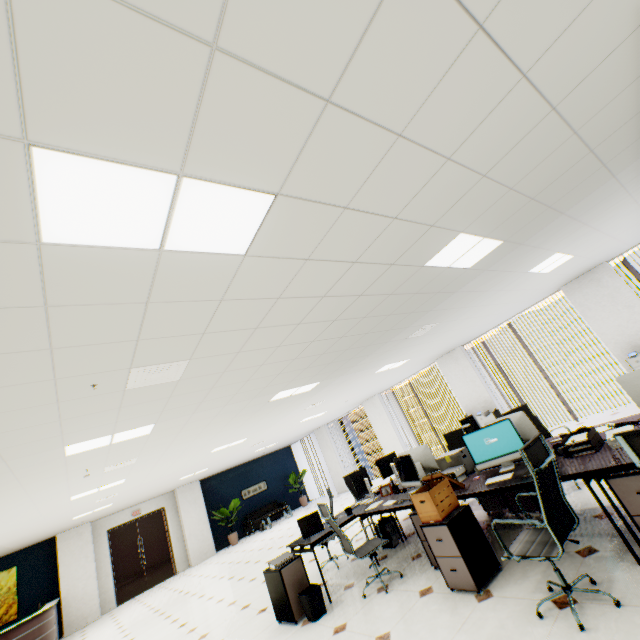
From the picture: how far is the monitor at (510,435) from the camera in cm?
386

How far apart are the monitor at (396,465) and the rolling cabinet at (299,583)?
2.2m

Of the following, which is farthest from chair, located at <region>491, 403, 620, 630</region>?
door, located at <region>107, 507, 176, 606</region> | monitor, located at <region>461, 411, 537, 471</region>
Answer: door, located at <region>107, 507, 176, 606</region>

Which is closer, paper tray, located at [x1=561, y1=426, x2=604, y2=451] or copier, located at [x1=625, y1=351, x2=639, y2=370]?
paper tray, located at [x1=561, y1=426, x2=604, y2=451]

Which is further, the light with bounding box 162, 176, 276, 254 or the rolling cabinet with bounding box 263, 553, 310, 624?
the rolling cabinet with bounding box 263, 553, 310, 624

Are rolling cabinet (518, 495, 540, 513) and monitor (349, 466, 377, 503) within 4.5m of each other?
yes

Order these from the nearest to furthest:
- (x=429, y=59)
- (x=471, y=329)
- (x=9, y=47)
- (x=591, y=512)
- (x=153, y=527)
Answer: (x=9, y=47)
(x=429, y=59)
(x=591, y=512)
(x=471, y=329)
(x=153, y=527)

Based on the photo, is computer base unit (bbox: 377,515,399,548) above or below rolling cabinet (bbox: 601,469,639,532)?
below
